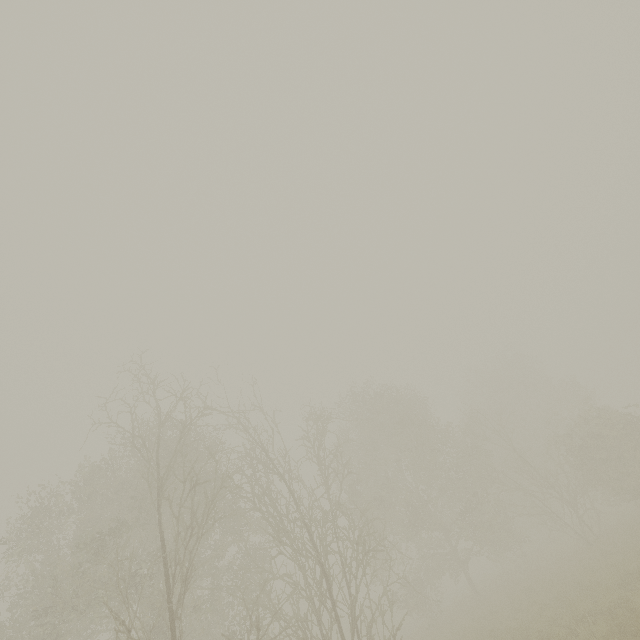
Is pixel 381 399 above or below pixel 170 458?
below
